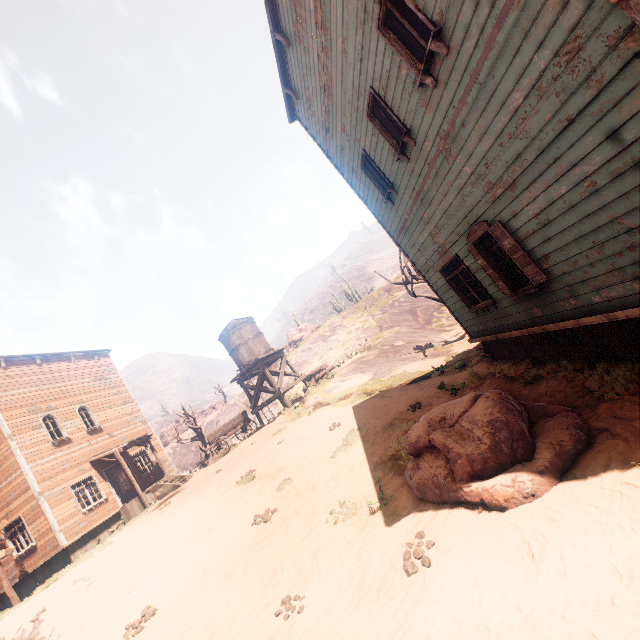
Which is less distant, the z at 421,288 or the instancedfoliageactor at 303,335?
the z at 421,288

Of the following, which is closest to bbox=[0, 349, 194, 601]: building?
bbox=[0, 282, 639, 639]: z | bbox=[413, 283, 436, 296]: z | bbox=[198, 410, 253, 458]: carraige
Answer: bbox=[0, 282, 639, 639]: z

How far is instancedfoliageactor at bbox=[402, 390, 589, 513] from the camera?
4.2 meters

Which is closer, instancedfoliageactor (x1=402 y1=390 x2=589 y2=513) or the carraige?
instancedfoliageactor (x1=402 y1=390 x2=589 y2=513)

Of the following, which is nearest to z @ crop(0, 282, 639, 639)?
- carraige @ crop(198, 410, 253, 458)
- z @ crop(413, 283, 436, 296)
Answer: carraige @ crop(198, 410, 253, 458)

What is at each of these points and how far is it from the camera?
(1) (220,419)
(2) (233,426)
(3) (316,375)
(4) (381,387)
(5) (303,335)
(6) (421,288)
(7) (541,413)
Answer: (1) z, 40.9 meters
(2) carraige, 19.9 meters
(3) instancedfoliageactor, 23.0 meters
(4) z, 14.9 meters
(5) instancedfoliageactor, 43.5 meters
(6) z, 32.8 meters
(7) instancedfoliageactor, 5.4 meters

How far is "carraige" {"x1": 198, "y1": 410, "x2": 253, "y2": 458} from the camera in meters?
19.0 m

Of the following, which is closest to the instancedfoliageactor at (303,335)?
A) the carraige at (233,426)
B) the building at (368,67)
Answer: the building at (368,67)
